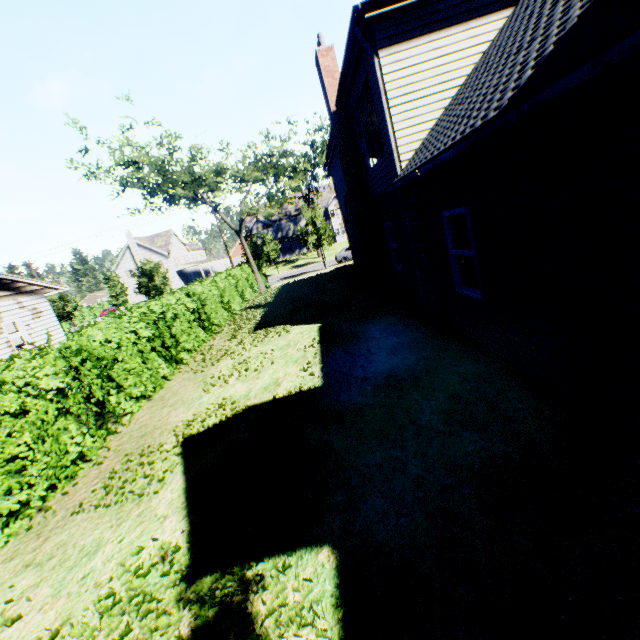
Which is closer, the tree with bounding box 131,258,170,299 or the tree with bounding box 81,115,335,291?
the tree with bounding box 81,115,335,291

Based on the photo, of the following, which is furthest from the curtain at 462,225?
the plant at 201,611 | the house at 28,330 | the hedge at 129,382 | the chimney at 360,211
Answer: the house at 28,330

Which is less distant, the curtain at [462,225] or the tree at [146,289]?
the curtain at [462,225]

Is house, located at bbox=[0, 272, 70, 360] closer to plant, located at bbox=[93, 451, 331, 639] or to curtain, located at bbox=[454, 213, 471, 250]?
curtain, located at bbox=[454, 213, 471, 250]

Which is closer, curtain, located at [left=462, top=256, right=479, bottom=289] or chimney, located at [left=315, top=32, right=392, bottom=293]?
curtain, located at [left=462, top=256, right=479, bottom=289]

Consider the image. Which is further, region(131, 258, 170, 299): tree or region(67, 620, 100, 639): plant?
region(131, 258, 170, 299): tree

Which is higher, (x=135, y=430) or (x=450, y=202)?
(x=450, y=202)

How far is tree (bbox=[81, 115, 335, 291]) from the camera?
20.5 meters
